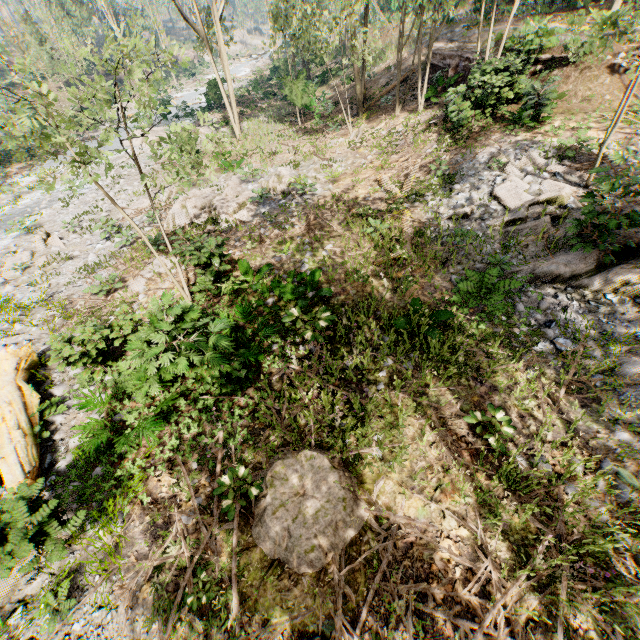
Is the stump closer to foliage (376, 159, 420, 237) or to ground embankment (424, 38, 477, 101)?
foliage (376, 159, 420, 237)

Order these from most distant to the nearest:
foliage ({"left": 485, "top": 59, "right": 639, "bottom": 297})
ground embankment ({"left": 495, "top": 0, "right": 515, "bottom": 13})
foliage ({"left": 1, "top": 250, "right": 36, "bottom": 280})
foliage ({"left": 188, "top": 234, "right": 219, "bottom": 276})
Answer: ground embankment ({"left": 495, "top": 0, "right": 515, "bottom": 13}), foliage ({"left": 1, "top": 250, "right": 36, "bottom": 280}), foliage ({"left": 188, "top": 234, "right": 219, "bottom": 276}), foliage ({"left": 485, "top": 59, "right": 639, "bottom": 297})

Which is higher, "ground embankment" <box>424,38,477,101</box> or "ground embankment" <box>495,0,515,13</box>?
"ground embankment" <box>495,0,515,13</box>

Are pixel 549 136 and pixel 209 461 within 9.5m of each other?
no

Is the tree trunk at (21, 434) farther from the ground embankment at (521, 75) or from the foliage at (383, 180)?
the ground embankment at (521, 75)

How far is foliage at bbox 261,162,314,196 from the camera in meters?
15.2

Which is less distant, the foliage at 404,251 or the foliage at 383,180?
the foliage at 404,251
